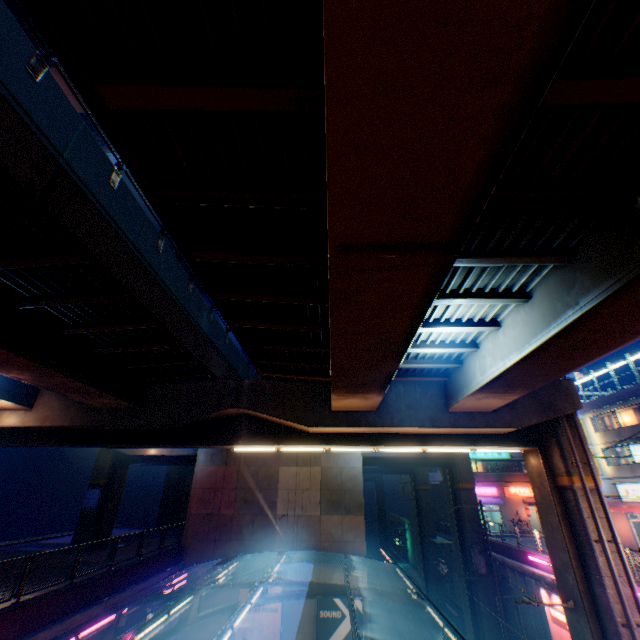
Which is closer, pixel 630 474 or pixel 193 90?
pixel 193 90

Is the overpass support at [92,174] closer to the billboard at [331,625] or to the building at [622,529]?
the building at [622,529]

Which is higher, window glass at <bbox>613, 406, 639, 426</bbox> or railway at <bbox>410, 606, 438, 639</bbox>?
window glass at <bbox>613, 406, 639, 426</bbox>

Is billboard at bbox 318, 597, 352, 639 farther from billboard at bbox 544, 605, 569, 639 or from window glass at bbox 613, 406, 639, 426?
window glass at bbox 613, 406, 639, 426

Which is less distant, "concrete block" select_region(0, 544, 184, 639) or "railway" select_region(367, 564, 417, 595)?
"concrete block" select_region(0, 544, 184, 639)

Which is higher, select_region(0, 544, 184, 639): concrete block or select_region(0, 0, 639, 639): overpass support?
select_region(0, 0, 639, 639): overpass support

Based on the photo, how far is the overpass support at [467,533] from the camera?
24.12m

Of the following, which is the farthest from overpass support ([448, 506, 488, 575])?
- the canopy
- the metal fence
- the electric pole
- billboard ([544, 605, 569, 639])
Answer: the canopy
